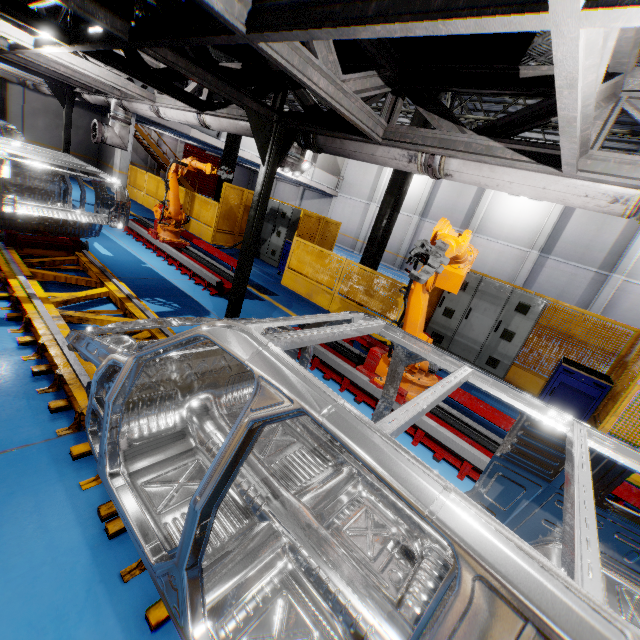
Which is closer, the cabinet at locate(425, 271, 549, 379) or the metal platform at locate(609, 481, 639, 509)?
the metal platform at locate(609, 481, 639, 509)

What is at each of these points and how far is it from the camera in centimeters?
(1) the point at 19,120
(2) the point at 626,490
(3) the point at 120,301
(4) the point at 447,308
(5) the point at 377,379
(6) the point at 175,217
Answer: (1) cement column, 1507cm
(2) metal platform, 374cm
(3) platform, 503cm
(4) cabinet, 808cm
(5) robot arm, 467cm
(6) robot arm, 820cm

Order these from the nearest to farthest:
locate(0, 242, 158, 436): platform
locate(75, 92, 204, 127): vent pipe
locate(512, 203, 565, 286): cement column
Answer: locate(0, 242, 158, 436): platform → locate(75, 92, 204, 127): vent pipe → locate(512, 203, 565, 286): cement column

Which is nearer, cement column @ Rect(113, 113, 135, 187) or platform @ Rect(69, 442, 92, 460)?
platform @ Rect(69, 442, 92, 460)

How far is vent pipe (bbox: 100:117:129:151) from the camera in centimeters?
873cm

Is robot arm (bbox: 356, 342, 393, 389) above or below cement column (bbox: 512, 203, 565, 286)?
below

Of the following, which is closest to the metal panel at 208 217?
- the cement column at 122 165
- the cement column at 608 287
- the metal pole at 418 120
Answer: the cement column at 122 165

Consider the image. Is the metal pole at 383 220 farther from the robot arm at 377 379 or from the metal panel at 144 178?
the robot arm at 377 379
